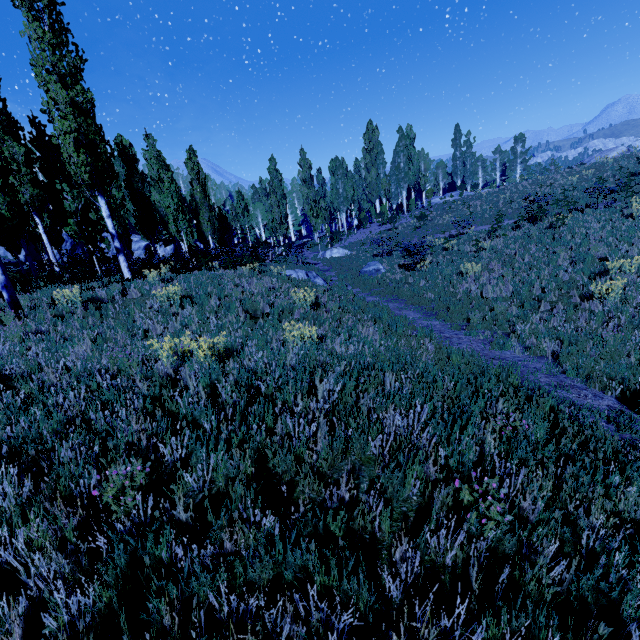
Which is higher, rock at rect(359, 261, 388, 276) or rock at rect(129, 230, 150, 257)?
rock at rect(129, 230, 150, 257)

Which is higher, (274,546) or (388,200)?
(388,200)

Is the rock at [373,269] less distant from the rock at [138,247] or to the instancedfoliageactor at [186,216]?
the instancedfoliageactor at [186,216]

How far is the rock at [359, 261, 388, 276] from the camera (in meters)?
18.59

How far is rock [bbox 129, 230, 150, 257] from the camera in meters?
45.4

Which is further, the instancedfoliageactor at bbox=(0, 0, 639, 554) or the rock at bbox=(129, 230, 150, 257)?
the rock at bbox=(129, 230, 150, 257)

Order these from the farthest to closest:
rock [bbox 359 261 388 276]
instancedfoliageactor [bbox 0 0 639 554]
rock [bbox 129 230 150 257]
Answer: rock [bbox 129 230 150 257] < rock [bbox 359 261 388 276] < instancedfoliageactor [bbox 0 0 639 554]

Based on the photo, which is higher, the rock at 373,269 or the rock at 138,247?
the rock at 138,247
